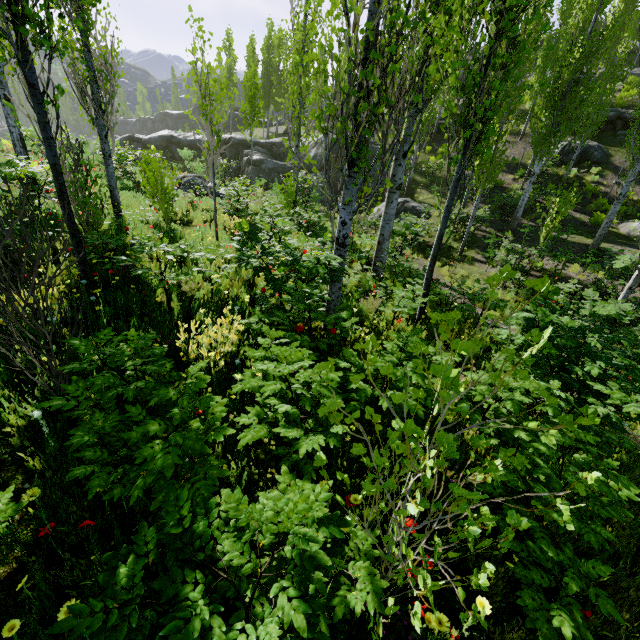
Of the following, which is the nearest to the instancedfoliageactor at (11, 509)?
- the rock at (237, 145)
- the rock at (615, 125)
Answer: the rock at (615, 125)

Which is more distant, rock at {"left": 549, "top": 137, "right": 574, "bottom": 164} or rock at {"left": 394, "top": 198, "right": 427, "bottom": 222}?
rock at {"left": 549, "top": 137, "right": 574, "bottom": 164}

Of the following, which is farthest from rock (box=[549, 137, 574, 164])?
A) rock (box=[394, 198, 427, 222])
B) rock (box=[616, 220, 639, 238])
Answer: rock (box=[394, 198, 427, 222])

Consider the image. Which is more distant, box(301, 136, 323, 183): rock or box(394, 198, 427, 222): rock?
box(301, 136, 323, 183): rock

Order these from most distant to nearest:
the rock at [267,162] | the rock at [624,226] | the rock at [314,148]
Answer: the rock at [267,162]
the rock at [314,148]
the rock at [624,226]

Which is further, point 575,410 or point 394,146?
point 575,410

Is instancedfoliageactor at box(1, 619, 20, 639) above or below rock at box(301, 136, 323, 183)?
below

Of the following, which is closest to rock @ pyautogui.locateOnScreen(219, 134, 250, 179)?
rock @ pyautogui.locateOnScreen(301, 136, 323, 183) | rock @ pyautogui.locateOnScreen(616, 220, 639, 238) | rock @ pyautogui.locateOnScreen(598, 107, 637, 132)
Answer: rock @ pyautogui.locateOnScreen(301, 136, 323, 183)
